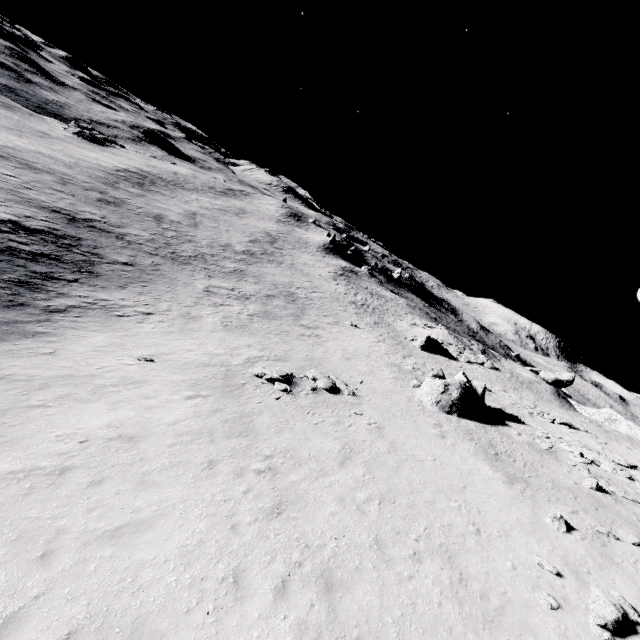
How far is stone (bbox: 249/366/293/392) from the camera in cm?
1888

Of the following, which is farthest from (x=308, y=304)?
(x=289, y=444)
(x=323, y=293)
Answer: (x=289, y=444)

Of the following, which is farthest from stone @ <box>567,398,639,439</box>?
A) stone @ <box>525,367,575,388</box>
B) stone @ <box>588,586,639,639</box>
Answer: stone @ <box>588,586,639,639</box>

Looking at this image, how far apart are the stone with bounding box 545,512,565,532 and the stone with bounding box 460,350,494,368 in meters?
32.9 m

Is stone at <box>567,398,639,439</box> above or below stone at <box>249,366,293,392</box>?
above

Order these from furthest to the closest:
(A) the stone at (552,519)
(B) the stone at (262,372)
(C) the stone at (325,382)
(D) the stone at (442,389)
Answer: (D) the stone at (442,389)
(C) the stone at (325,382)
(B) the stone at (262,372)
(A) the stone at (552,519)

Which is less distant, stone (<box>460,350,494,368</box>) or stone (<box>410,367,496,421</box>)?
stone (<box>410,367,496,421</box>)

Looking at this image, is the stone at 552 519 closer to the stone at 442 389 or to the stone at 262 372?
the stone at 442 389
